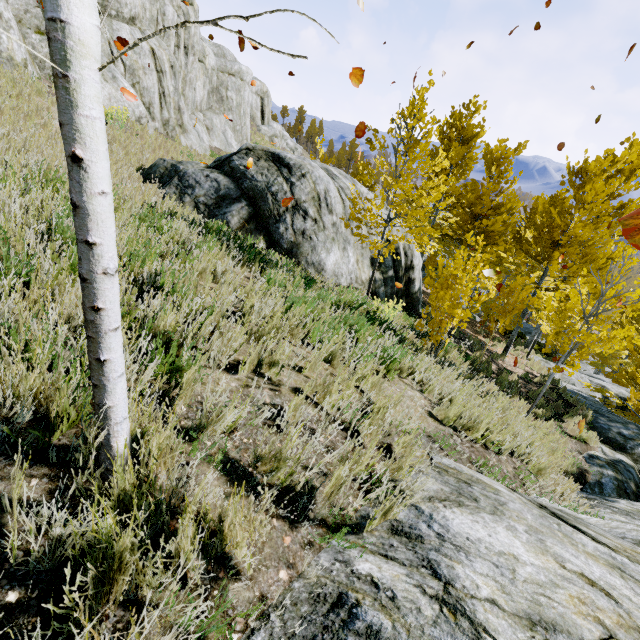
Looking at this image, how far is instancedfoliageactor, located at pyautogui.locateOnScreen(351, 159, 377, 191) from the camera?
6.8 meters

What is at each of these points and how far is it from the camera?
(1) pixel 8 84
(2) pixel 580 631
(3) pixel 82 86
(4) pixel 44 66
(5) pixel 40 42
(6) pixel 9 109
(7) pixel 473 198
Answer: (1) instancedfoliageactor, 7.9 meters
(2) rock, 1.6 meters
(3) instancedfoliageactor, 0.9 meters
(4) rock, 10.0 meters
(5) rock, 9.7 meters
(6) instancedfoliageactor, 7.3 meters
(7) instancedfoliageactor, 21.5 meters

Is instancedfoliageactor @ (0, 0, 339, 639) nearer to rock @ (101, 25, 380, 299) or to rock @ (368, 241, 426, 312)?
rock @ (101, 25, 380, 299)

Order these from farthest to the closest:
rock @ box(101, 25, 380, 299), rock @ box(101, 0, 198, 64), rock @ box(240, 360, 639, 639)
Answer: rock @ box(101, 0, 198, 64)
rock @ box(101, 25, 380, 299)
rock @ box(240, 360, 639, 639)

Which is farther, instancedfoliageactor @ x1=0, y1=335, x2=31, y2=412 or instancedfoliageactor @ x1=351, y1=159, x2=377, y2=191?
instancedfoliageactor @ x1=351, y1=159, x2=377, y2=191

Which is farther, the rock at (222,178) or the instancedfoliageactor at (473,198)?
the rock at (222,178)
